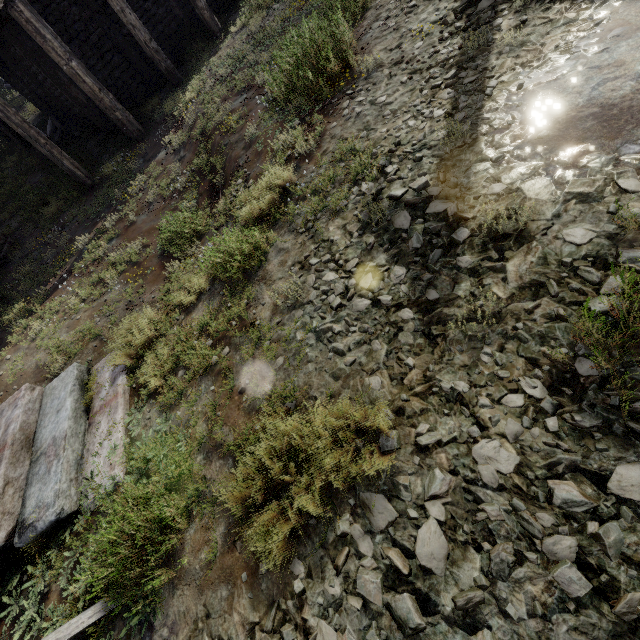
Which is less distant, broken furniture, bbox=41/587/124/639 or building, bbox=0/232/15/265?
broken furniture, bbox=41/587/124/639

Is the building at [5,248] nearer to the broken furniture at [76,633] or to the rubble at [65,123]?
the rubble at [65,123]

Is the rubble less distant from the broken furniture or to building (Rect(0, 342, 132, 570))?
building (Rect(0, 342, 132, 570))

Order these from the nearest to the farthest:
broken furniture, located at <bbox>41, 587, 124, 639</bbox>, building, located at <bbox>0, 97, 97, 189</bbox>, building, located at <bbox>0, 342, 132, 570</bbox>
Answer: broken furniture, located at <bbox>41, 587, 124, 639</bbox>
building, located at <bbox>0, 342, 132, 570</bbox>
building, located at <bbox>0, 97, 97, 189</bbox>

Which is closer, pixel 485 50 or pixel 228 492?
pixel 228 492

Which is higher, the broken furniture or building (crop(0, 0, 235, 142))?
building (crop(0, 0, 235, 142))

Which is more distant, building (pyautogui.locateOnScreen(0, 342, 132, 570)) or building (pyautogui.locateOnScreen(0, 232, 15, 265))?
building (pyautogui.locateOnScreen(0, 232, 15, 265))
